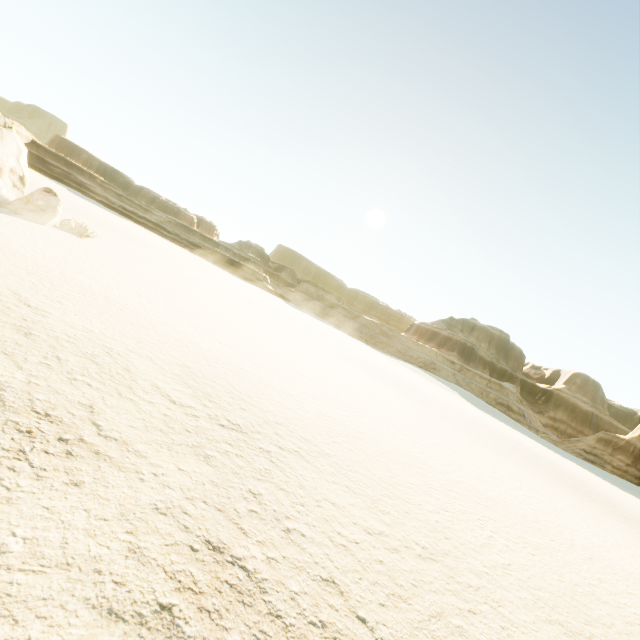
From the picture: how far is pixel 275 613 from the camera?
2.8m
